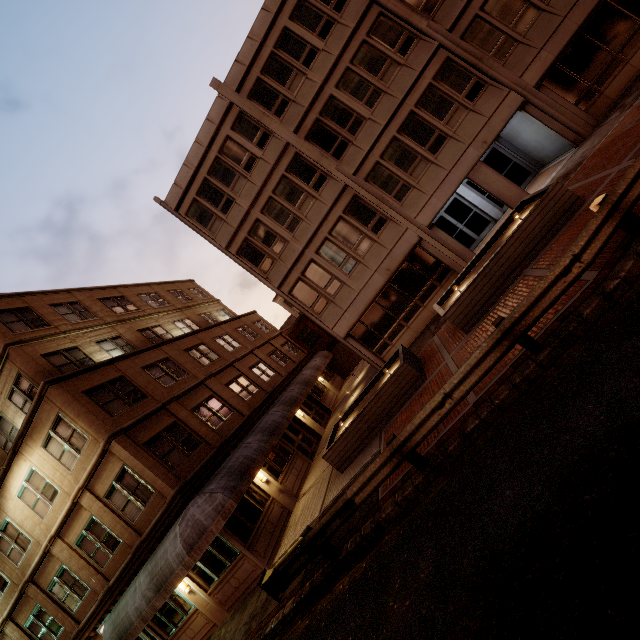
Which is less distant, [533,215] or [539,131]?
[533,215]

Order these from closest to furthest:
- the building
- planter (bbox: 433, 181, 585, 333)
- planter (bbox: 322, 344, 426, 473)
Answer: planter (bbox: 433, 181, 585, 333) → planter (bbox: 322, 344, 426, 473) → the building

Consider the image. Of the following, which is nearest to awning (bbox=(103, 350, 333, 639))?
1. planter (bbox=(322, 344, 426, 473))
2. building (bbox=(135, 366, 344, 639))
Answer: building (bbox=(135, 366, 344, 639))

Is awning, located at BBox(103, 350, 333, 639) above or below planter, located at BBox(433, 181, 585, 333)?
above

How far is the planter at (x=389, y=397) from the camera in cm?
1123

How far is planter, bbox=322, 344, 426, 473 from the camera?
11.2 meters

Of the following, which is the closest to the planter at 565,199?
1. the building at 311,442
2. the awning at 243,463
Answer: the awning at 243,463

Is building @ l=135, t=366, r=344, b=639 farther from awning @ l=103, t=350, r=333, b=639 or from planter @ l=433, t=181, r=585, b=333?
planter @ l=433, t=181, r=585, b=333
